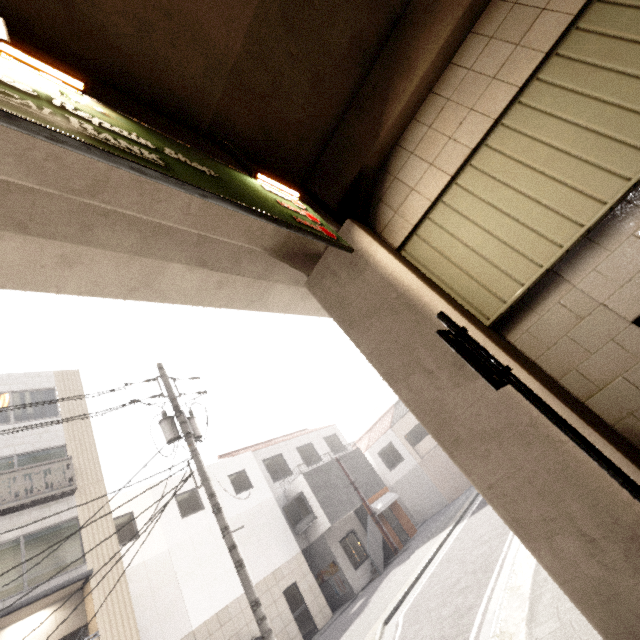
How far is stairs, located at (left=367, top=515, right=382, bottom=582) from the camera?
16.5m

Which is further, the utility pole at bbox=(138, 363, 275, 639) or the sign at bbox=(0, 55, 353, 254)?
the utility pole at bbox=(138, 363, 275, 639)

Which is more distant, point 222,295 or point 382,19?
point 222,295

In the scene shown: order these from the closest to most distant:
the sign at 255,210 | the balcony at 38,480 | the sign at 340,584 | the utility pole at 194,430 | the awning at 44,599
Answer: the sign at 255,210, the utility pole at 194,430, the awning at 44,599, the balcony at 38,480, the sign at 340,584

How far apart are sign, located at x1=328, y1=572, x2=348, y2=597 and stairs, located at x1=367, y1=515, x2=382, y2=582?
1.4 meters

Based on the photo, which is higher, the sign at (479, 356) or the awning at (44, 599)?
the awning at (44, 599)

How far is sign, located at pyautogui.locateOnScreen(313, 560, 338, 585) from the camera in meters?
16.5
